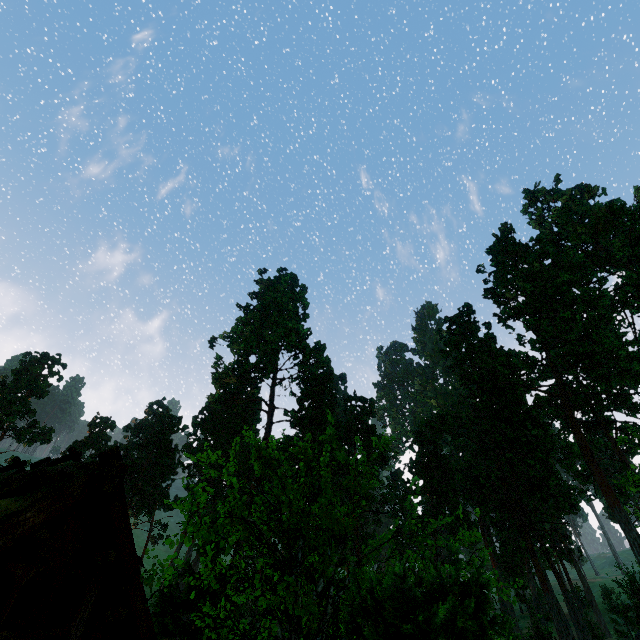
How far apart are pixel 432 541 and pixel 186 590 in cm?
907

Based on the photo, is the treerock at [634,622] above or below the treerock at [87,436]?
below

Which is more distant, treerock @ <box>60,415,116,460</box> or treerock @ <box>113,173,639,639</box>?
treerock @ <box>60,415,116,460</box>

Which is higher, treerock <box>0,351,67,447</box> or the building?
treerock <box>0,351,67,447</box>

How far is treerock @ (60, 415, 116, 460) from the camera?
48.8 meters

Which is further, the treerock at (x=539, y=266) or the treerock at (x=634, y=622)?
the treerock at (x=634, y=622)

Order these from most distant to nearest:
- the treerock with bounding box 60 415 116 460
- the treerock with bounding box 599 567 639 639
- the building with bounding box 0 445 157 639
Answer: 1. the treerock with bounding box 60 415 116 460
2. the treerock with bounding box 599 567 639 639
3. the building with bounding box 0 445 157 639
